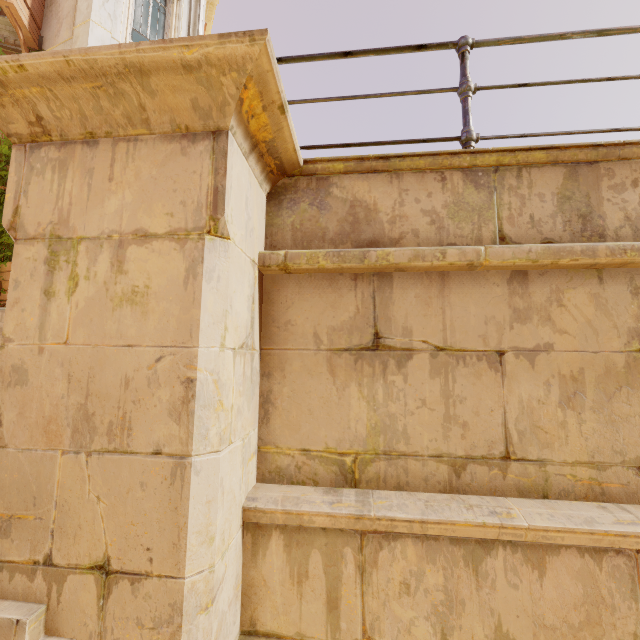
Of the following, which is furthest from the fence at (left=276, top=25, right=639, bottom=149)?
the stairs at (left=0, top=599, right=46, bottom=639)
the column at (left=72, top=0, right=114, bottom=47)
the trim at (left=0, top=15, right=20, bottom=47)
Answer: the trim at (left=0, top=15, right=20, bottom=47)

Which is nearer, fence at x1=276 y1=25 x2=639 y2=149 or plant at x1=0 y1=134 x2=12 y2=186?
fence at x1=276 y1=25 x2=639 y2=149

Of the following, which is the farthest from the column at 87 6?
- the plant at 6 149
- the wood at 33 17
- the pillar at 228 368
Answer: the pillar at 228 368

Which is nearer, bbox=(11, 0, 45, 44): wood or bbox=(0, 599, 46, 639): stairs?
bbox=(0, 599, 46, 639): stairs

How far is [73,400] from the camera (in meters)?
1.45

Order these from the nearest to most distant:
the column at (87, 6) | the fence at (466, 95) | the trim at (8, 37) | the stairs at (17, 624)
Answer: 1. the stairs at (17, 624)
2. the fence at (466, 95)
3. the column at (87, 6)
4. the trim at (8, 37)

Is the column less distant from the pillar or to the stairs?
the stairs

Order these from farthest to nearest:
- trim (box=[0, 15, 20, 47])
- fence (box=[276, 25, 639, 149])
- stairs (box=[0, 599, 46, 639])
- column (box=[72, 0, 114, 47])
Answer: trim (box=[0, 15, 20, 47]) → column (box=[72, 0, 114, 47]) → fence (box=[276, 25, 639, 149]) → stairs (box=[0, 599, 46, 639])
